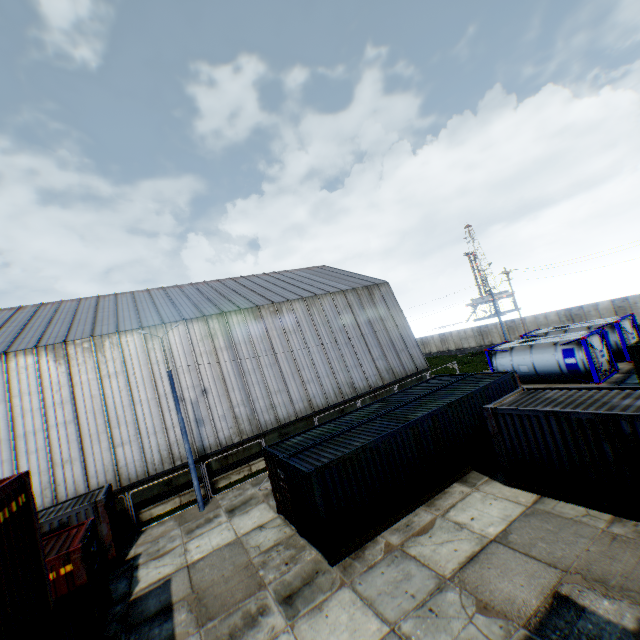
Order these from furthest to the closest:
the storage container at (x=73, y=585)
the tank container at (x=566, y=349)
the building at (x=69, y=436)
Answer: the tank container at (x=566, y=349) → the building at (x=69, y=436) → the storage container at (x=73, y=585)

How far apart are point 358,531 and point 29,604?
8.60m

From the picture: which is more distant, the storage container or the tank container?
the tank container

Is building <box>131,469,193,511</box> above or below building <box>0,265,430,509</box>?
below

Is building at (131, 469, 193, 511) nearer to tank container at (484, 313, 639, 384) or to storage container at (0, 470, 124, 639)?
tank container at (484, 313, 639, 384)

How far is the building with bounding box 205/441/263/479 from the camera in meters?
20.8

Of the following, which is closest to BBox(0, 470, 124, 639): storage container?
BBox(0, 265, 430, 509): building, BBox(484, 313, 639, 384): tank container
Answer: BBox(0, 265, 430, 509): building

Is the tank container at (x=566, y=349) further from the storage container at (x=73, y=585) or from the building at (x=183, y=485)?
the storage container at (x=73, y=585)
